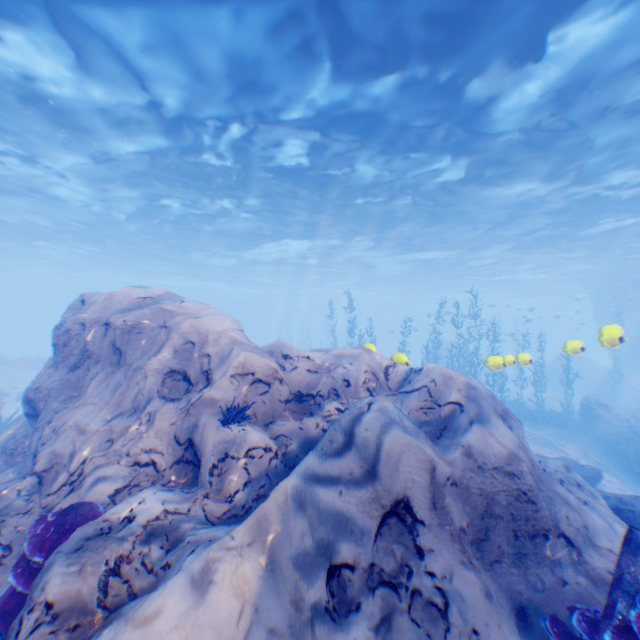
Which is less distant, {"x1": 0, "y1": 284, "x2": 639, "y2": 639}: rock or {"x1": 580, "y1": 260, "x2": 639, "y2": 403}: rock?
{"x1": 0, "y1": 284, "x2": 639, "y2": 639}: rock

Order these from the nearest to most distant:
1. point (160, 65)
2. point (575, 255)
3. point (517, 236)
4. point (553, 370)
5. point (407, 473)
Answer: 1. point (407, 473)
2. point (160, 65)
3. point (517, 236)
4. point (575, 255)
5. point (553, 370)

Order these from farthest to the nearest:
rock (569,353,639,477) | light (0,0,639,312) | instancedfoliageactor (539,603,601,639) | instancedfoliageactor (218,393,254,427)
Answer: rock (569,353,639,477) → light (0,0,639,312) → instancedfoliageactor (218,393,254,427) → instancedfoliageactor (539,603,601,639)

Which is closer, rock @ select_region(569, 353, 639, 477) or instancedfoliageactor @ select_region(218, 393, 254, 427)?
instancedfoliageactor @ select_region(218, 393, 254, 427)

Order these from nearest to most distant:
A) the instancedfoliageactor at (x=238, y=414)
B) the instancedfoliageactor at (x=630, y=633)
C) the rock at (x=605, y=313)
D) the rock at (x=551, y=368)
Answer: the instancedfoliageactor at (x=630, y=633) → the instancedfoliageactor at (x=238, y=414) → the rock at (x=605, y=313) → the rock at (x=551, y=368)

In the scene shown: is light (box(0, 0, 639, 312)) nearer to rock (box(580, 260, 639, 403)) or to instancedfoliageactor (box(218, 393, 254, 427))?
rock (box(580, 260, 639, 403))

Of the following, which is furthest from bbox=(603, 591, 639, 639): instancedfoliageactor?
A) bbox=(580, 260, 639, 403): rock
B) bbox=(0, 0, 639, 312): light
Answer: bbox=(0, 0, 639, 312): light

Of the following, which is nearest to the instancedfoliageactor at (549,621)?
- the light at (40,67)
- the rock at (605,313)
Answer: the rock at (605,313)
